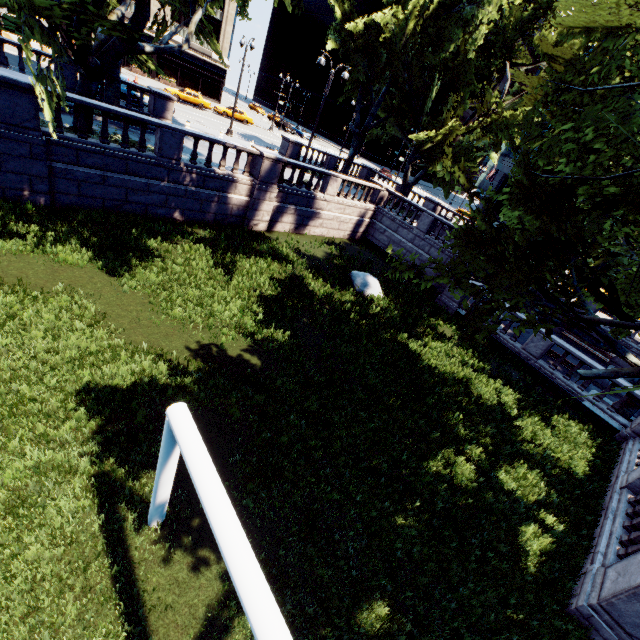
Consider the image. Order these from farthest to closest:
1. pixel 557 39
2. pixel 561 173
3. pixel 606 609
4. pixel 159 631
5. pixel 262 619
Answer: pixel 557 39 → pixel 561 173 → pixel 606 609 → pixel 159 631 → pixel 262 619

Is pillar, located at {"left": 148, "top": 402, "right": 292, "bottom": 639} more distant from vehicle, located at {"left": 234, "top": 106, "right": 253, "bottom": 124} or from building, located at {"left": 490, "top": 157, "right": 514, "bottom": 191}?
building, located at {"left": 490, "top": 157, "right": 514, "bottom": 191}

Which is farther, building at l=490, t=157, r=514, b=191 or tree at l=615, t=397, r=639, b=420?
→ building at l=490, t=157, r=514, b=191

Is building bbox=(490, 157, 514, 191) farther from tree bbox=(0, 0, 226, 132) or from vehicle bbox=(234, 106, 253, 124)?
vehicle bbox=(234, 106, 253, 124)

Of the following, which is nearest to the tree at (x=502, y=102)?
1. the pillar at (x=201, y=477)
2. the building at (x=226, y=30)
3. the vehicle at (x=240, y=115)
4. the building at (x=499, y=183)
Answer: the pillar at (x=201, y=477)

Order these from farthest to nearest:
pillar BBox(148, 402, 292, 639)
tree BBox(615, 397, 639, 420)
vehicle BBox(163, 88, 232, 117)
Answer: vehicle BBox(163, 88, 232, 117) < tree BBox(615, 397, 639, 420) < pillar BBox(148, 402, 292, 639)

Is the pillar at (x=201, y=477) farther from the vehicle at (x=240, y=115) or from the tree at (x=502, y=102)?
the vehicle at (x=240, y=115)
